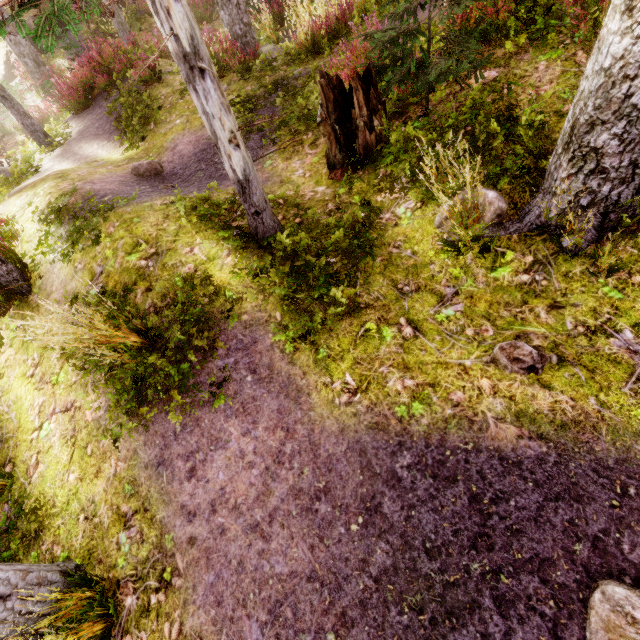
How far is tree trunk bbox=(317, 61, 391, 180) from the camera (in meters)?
4.70

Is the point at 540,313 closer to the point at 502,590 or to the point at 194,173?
the point at 502,590

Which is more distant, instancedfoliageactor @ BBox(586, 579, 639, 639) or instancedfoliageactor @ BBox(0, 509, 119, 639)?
instancedfoliageactor @ BBox(0, 509, 119, 639)

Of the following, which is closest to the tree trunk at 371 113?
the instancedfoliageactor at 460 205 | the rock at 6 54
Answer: the instancedfoliageactor at 460 205

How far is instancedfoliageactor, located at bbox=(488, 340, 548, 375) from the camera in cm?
292

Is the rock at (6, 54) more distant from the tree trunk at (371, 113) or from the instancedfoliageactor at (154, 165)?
the tree trunk at (371, 113)

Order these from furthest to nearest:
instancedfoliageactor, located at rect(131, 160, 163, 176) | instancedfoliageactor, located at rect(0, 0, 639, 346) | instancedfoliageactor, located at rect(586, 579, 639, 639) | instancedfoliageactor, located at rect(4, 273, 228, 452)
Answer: instancedfoliageactor, located at rect(131, 160, 163, 176) < instancedfoliageactor, located at rect(4, 273, 228, 452) < instancedfoliageactor, located at rect(0, 0, 639, 346) < instancedfoliageactor, located at rect(586, 579, 639, 639)
